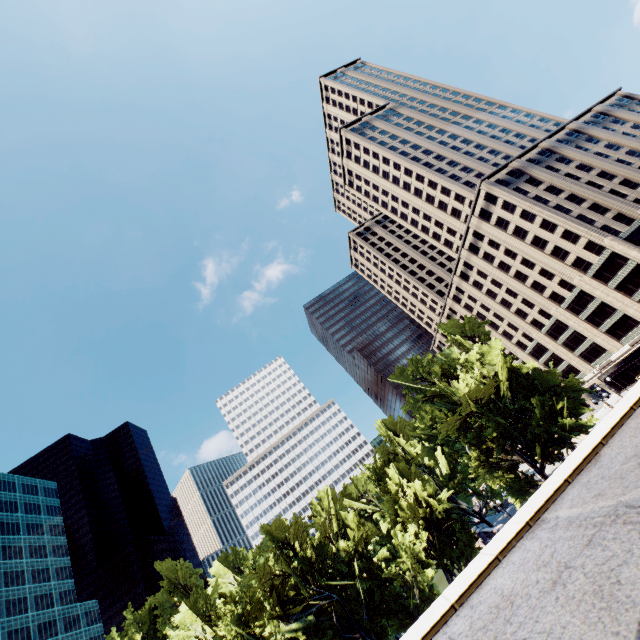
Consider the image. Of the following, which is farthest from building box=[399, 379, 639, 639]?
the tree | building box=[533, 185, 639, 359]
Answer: building box=[533, 185, 639, 359]

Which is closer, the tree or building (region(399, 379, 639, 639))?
building (region(399, 379, 639, 639))

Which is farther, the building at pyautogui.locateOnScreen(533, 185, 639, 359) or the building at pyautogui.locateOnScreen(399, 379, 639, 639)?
the building at pyautogui.locateOnScreen(533, 185, 639, 359)

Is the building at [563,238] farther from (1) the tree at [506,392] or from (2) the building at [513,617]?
(2) the building at [513,617]

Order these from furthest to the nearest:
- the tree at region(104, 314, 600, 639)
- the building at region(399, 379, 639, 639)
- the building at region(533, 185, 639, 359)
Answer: the building at region(533, 185, 639, 359)
the tree at region(104, 314, 600, 639)
the building at region(399, 379, 639, 639)

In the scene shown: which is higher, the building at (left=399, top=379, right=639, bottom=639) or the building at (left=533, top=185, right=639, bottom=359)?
the building at (left=533, top=185, right=639, bottom=359)

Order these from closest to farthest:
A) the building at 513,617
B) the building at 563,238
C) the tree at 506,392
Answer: the building at 513,617 → the tree at 506,392 → the building at 563,238

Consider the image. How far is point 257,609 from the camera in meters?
26.8 m
